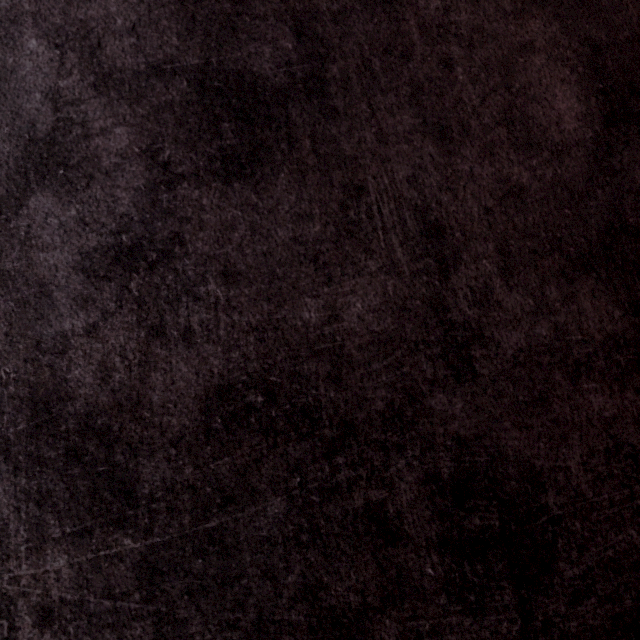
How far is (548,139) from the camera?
0.8m
